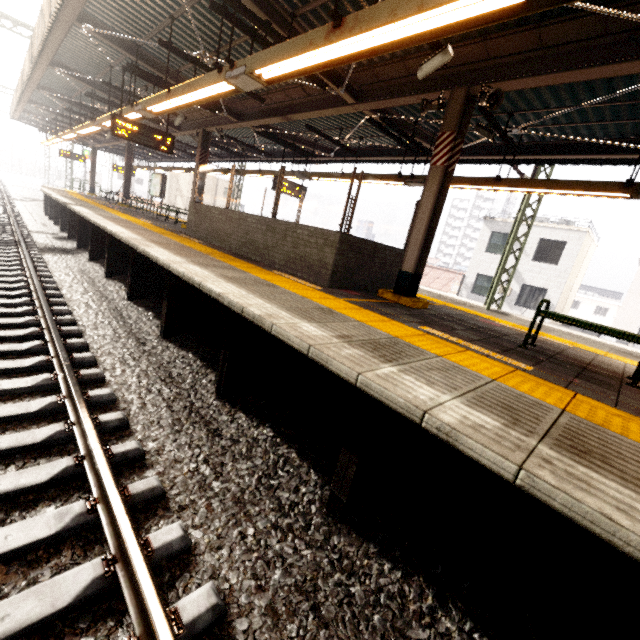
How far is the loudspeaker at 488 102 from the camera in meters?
4.8 m

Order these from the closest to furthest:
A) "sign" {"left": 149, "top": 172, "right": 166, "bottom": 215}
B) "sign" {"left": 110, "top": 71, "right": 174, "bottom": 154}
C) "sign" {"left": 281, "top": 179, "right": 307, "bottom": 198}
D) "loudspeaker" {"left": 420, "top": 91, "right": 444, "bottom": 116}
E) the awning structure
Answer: the awning structure
"loudspeaker" {"left": 420, "top": 91, "right": 444, "bottom": 116}
"sign" {"left": 110, "top": 71, "right": 174, "bottom": 154}
"sign" {"left": 281, "top": 179, "right": 307, "bottom": 198}
"sign" {"left": 149, "top": 172, "right": 166, "bottom": 215}

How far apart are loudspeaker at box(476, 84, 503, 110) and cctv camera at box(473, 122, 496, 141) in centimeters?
128cm

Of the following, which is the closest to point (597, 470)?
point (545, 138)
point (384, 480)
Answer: point (384, 480)

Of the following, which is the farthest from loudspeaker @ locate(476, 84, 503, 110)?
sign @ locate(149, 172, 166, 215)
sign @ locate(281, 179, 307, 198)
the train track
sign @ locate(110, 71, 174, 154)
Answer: sign @ locate(149, 172, 166, 215)

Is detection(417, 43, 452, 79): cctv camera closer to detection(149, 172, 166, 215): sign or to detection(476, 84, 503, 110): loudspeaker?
detection(476, 84, 503, 110): loudspeaker

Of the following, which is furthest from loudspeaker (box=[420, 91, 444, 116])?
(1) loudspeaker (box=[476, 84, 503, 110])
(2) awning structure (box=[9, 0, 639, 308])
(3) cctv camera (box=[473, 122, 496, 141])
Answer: (3) cctv camera (box=[473, 122, 496, 141])

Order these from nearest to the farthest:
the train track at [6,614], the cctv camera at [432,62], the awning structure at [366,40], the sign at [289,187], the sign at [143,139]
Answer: the train track at [6,614]
the awning structure at [366,40]
the cctv camera at [432,62]
the sign at [143,139]
the sign at [289,187]
